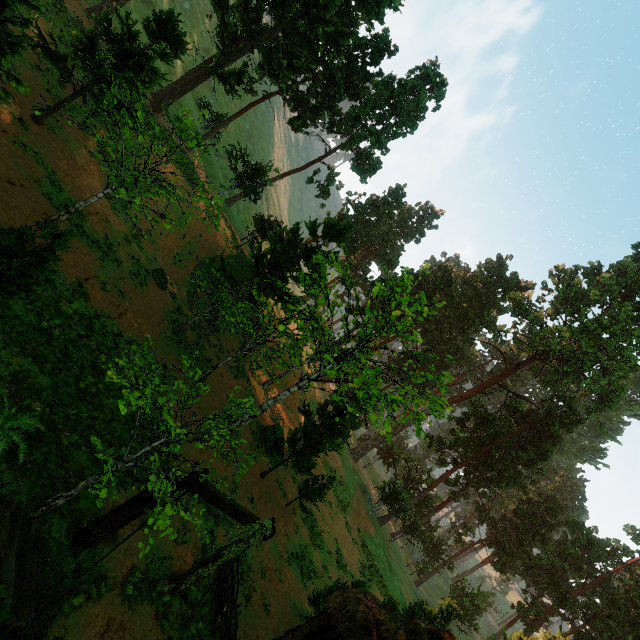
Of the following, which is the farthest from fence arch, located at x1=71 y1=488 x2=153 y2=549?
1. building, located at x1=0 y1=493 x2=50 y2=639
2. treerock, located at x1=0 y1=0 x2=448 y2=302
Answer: treerock, located at x1=0 y1=0 x2=448 y2=302

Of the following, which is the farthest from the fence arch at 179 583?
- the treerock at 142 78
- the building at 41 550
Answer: the treerock at 142 78

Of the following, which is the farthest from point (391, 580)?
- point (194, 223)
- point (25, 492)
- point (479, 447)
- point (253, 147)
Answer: point (253, 147)

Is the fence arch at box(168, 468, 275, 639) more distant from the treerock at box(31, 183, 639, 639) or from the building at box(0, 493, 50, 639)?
the treerock at box(31, 183, 639, 639)

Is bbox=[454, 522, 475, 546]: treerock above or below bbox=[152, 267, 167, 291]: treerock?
above

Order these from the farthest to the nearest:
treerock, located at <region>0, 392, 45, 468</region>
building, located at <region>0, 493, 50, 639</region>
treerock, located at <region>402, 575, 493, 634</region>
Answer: treerock, located at <region>402, 575, 493, 634</region> < treerock, located at <region>0, 392, 45, 468</region> < building, located at <region>0, 493, 50, 639</region>

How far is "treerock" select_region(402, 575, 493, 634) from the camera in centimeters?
2102cm

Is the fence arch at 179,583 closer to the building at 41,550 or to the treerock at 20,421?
the building at 41,550
